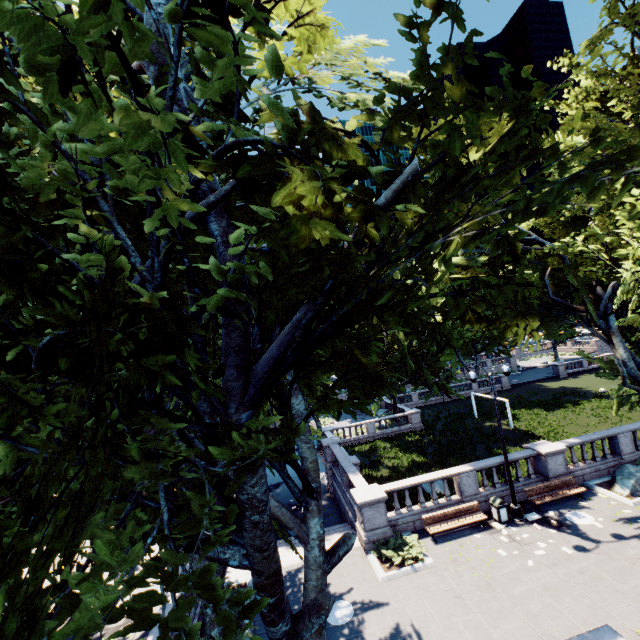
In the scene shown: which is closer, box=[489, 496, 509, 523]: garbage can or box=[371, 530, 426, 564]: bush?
box=[371, 530, 426, 564]: bush

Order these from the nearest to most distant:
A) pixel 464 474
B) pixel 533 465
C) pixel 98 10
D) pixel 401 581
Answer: pixel 98 10 → pixel 401 581 → pixel 464 474 → pixel 533 465

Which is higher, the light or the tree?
the tree

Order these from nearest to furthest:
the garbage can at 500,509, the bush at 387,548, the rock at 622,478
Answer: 1. the bush at 387,548
2. the garbage can at 500,509
3. the rock at 622,478

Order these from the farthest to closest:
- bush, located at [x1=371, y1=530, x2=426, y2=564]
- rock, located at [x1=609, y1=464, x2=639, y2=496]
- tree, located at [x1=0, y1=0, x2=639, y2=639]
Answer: rock, located at [x1=609, y1=464, x2=639, y2=496] → bush, located at [x1=371, y1=530, x2=426, y2=564] → tree, located at [x1=0, y1=0, x2=639, y2=639]

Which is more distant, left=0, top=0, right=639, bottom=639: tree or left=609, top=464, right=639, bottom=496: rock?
left=609, top=464, right=639, bottom=496: rock

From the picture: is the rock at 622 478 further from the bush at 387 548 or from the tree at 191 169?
the bush at 387 548

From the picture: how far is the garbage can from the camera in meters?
15.1 m
